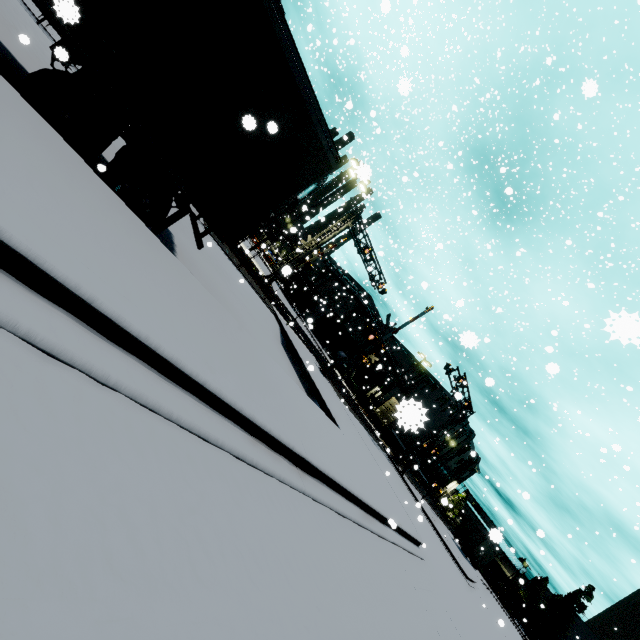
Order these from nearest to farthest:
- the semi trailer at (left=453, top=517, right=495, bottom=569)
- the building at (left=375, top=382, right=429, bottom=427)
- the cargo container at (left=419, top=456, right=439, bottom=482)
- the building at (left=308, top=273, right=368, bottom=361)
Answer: the building at (left=375, top=382, right=429, bottom=427) → the semi trailer at (left=453, top=517, right=495, bottom=569) → the cargo container at (left=419, top=456, right=439, bottom=482) → the building at (left=308, top=273, right=368, bottom=361)

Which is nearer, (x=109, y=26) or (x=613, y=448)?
(x=109, y=26)

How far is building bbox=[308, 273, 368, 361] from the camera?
49.6m

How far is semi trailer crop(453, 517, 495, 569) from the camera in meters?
39.2 m

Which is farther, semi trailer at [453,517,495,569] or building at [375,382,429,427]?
semi trailer at [453,517,495,569]

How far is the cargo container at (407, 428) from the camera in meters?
1.3

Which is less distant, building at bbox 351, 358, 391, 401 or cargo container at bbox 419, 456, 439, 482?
building at bbox 351, 358, 391, 401

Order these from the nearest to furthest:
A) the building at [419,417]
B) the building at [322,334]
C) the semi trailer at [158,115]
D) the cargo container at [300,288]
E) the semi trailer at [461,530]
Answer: the building at [419,417]
the semi trailer at [158,115]
the semi trailer at [461,530]
the cargo container at [300,288]
the building at [322,334]
